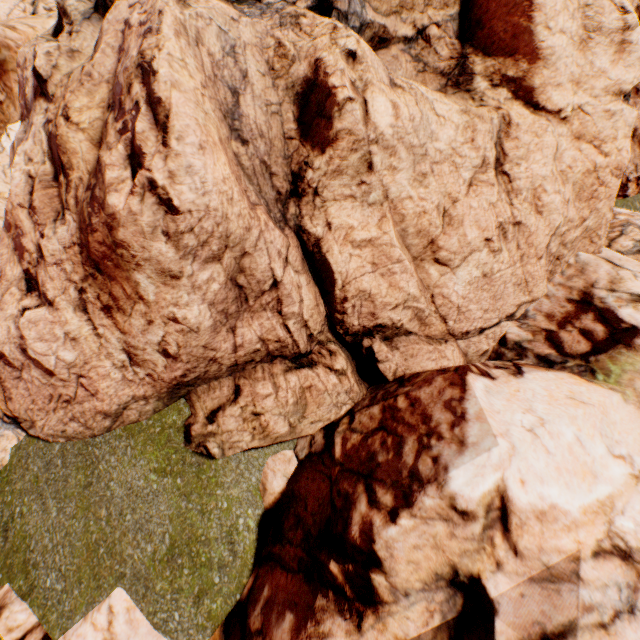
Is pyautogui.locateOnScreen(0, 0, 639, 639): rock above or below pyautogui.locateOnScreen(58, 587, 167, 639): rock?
above

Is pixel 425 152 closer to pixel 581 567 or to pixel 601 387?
pixel 601 387

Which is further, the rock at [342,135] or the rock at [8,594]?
the rock at [8,594]

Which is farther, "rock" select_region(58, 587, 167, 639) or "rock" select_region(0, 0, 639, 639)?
"rock" select_region(58, 587, 167, 639)
